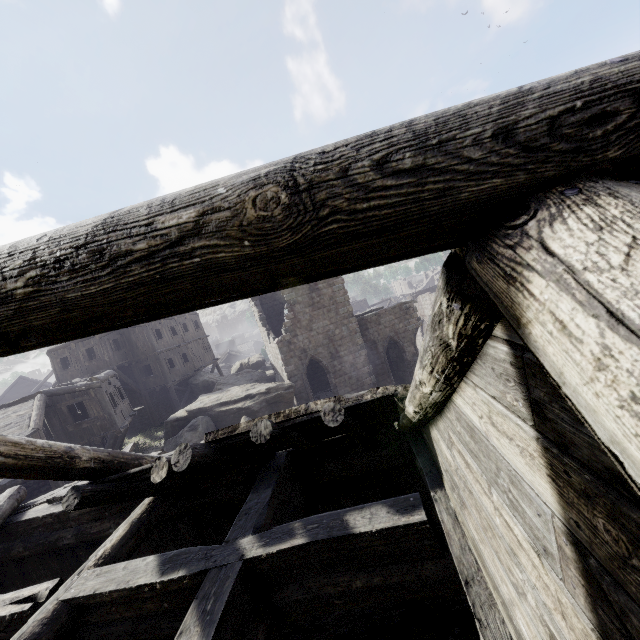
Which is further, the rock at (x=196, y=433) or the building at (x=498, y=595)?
the rock at (x=196, y=433)

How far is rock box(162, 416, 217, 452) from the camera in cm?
1750

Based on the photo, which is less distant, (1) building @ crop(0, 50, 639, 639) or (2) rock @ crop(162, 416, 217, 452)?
(1) building @ crop(0, 50, 639, 639)

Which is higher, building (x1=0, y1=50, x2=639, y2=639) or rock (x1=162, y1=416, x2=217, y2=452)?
building (x1=0, y1=50, x2=639, y2=639)

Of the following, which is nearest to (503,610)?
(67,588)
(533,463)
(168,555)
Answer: (533,463)

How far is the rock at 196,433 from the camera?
17.5 meters
